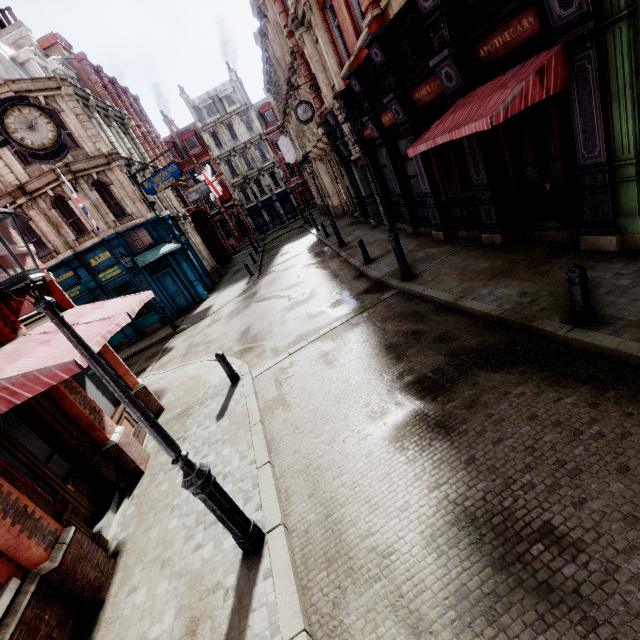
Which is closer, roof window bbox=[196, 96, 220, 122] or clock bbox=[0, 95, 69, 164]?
clock bbox=[0, 95, 69, 164]

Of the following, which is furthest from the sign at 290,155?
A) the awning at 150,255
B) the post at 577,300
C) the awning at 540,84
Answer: the post at 577,300

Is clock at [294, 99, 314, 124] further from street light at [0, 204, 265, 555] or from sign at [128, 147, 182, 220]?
street light at [0, 204, 265, 555]

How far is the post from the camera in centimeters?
459cm

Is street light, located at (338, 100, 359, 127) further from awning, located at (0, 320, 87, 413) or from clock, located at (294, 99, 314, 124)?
clock, located at (294, 99, 314, 124)

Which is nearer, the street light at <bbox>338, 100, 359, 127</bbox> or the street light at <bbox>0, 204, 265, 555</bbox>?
the street light at <bbox>0, 204, 265, 555</bbox>

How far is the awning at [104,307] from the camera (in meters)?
5.15

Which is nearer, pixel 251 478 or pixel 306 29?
pixel 251 478
